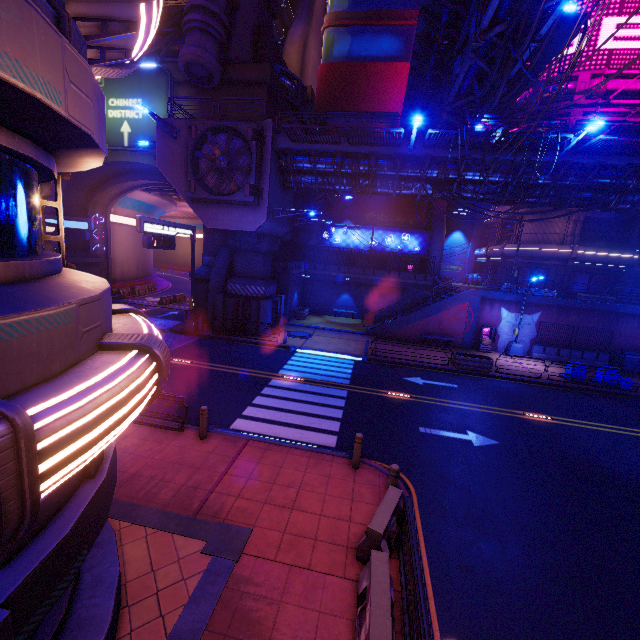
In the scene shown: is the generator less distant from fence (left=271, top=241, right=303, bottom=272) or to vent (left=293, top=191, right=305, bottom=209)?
fence (left=271, top=241, right=303, bottom=272)

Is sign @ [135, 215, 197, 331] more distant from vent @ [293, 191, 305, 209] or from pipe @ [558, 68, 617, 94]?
pipe @ [558, 68, 617, 94]

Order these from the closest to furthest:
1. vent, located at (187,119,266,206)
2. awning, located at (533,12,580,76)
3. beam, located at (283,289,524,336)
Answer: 1. awning, located at (533,12,580,76)
2. vent, located at (187,119,266,206)
3. beam, located at (283,289,524,336)

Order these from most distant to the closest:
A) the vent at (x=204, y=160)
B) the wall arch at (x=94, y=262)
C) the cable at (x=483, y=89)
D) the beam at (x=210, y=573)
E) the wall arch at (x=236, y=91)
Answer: the wall arch at (x=94, y=262) → the wall arch at (x=236, y=91) → the vent at (x=204, y=160) → the cable at (x=483, y=89) → the beam at (x=210, y=573)

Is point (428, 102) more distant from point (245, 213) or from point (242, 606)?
point (242, 606)

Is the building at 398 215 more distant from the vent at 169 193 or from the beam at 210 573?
the beam at 210 573

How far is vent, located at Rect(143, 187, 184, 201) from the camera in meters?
31.0 m

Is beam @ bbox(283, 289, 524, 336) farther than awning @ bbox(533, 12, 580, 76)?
Yes
